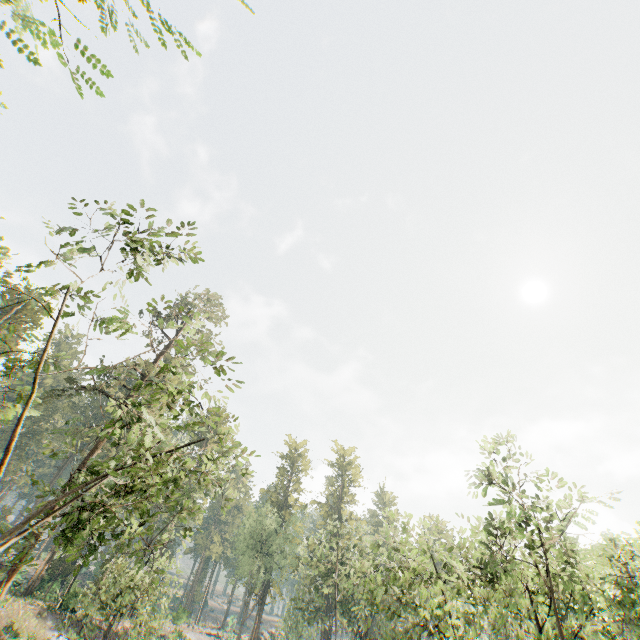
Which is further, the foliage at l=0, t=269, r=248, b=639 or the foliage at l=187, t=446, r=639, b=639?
the foliage at l=187, t=446, r=639, b=639

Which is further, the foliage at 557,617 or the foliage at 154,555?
the foliage at 557,617

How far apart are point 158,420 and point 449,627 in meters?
26.7
